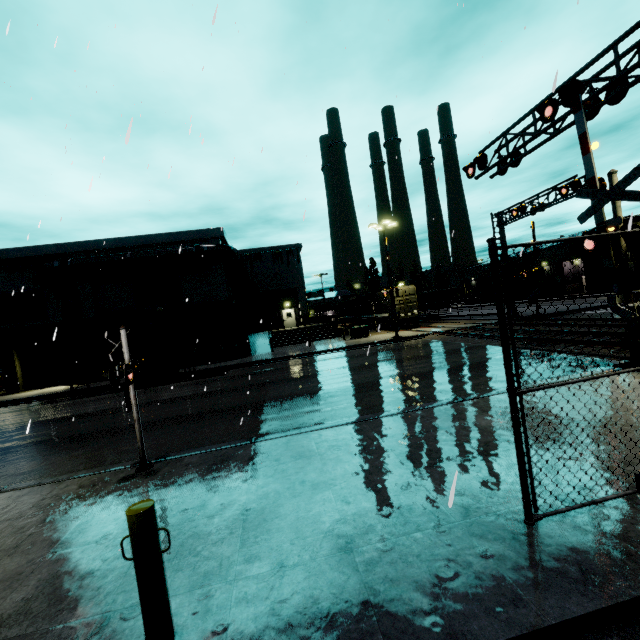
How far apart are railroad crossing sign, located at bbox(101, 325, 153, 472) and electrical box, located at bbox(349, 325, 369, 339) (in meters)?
21.73

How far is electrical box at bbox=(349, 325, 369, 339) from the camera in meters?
28.0

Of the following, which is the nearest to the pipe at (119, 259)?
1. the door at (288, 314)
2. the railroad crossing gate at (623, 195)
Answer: the door at (288, 314)

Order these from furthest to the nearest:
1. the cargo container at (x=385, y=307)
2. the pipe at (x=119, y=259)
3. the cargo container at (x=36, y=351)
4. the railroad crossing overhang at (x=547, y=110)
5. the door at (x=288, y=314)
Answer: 1. the door at (x=288, y=314)
2. the cargo container at (x=385, y=307)
3. the pipe at (x=119, y=259)
4. the cargo container at (x=36, y=351)
5. the railroad crossing overhang at (x=547, y=110)

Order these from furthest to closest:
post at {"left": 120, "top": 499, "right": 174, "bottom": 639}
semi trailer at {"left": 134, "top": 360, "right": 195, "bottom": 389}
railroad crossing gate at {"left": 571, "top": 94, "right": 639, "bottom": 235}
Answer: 1. semi trailer at {"left": 134, "top": 360, "right": 195, "bottom": 389}
2. railroad crossing gate at {"left": 571, "top": 94, "right": 639, "bottom": 235}
3. post at {"left": 120, "top": 499, "right": 174, "bottom": 639}

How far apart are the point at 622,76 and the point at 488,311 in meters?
33.8

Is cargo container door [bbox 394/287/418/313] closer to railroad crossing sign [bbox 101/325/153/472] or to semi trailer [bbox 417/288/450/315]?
semi trailer [bbox 417/288/450/315]

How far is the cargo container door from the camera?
30.8m
